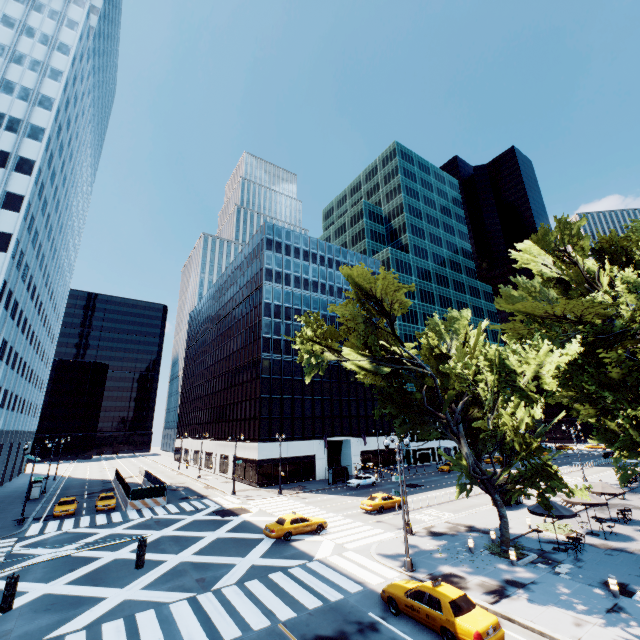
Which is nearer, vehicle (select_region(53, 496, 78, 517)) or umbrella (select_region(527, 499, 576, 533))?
umbrella (select_region(527, 499, 576, 533))

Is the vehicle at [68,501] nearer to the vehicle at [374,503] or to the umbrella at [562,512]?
the vehicle at [374,503]

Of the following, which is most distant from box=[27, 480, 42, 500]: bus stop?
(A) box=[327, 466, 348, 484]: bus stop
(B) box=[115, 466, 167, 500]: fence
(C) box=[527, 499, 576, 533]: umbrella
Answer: (C) box=[527, 499, 576, 533]: umbrella

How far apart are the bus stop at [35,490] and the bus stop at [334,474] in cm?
3840

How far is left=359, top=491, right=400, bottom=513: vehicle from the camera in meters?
31.4 m

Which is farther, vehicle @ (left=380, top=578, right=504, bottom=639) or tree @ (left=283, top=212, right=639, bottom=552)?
tree @ (left=283, top=212, right=639, bottom=552)

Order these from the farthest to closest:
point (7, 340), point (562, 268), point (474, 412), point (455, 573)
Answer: point (7, 340), point (562, 268), point (474, 412), point (455, 573)

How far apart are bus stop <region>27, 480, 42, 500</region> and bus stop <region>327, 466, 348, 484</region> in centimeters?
3840cm
